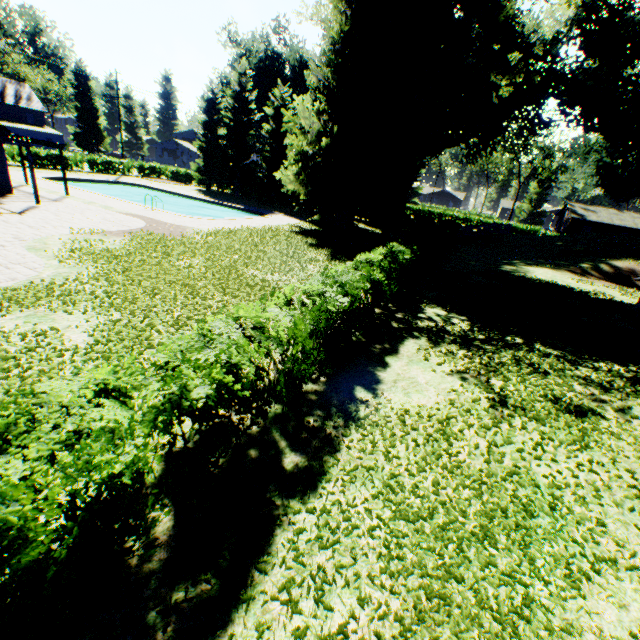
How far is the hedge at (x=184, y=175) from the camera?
37.64m

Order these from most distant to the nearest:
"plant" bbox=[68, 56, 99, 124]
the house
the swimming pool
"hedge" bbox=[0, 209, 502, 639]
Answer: "plant" bbox=[68, 56, 99, 124], the house, the swimming pool, "hedge" bbox=[0, 209, 502, 639]

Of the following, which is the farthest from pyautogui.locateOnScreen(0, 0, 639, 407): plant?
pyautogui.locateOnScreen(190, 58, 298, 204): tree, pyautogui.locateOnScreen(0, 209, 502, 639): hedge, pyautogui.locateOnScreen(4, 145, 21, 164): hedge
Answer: pyautogui.locateOnScreen(0, 209, 502, 639): hedge

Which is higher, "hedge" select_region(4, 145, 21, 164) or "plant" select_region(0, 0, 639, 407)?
"plant" select_region(0, 0, 639, 407)

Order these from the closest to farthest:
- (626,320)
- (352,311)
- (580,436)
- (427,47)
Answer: (580,436)
(352,311)
(626,320)
(427,47)

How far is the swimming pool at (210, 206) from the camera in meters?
28.2 m

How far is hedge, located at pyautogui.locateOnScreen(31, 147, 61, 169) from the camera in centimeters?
3403cm
